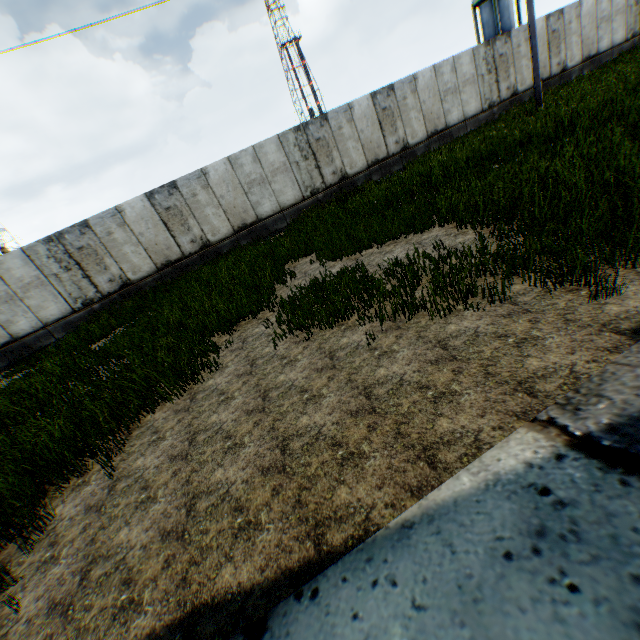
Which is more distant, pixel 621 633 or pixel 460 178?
pixel 460 178
